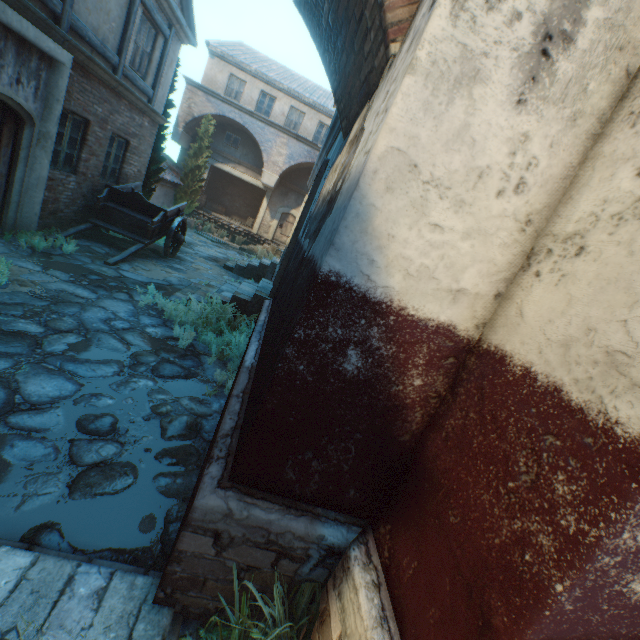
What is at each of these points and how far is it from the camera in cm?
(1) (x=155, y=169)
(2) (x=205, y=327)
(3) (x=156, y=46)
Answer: (1) tree, 1203
(2) plants, 619
(3) building, 902

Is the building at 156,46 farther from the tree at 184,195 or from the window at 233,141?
the window at 233,141

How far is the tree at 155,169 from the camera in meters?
11.4 m

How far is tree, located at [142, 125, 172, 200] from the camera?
11.39m

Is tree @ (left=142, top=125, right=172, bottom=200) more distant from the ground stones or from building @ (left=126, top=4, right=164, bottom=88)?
the ground stones

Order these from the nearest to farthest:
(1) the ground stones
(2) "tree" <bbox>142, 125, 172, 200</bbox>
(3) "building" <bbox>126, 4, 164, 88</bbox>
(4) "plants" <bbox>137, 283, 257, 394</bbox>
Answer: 1. (1) the ground stones
2. (4) "plants" <bbox>137, 283, 257, 394</bbox>
3. (3) "building" <bbox>126, 4, 164, 88</bbox>
4. (2) "tree" <bbox>142, 125, 172, 200</bbox>

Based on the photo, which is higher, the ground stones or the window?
the window

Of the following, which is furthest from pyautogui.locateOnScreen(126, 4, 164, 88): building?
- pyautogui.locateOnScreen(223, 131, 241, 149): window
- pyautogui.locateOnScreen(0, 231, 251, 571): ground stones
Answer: pyautogui.locateOnScreen(223, 131, 241, 149): window
